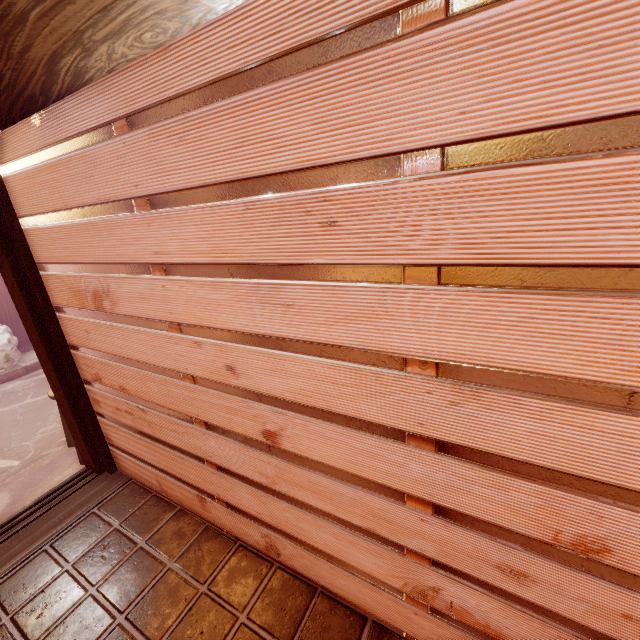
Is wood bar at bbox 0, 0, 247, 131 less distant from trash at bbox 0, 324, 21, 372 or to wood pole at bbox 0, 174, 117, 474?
wood pole at bbox 0, 174, 117, 474

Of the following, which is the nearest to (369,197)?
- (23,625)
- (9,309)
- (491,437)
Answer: (491,437)

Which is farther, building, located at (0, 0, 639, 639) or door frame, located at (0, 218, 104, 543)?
door frame, located at (0, 218, 104, 543)

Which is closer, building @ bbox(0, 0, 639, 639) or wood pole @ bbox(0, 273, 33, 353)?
building @ bbox(0, 0, 639, 639)

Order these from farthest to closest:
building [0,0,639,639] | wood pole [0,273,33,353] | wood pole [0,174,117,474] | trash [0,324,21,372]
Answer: wood pole [0,273,33,353]
trash [0,324,21,372]
wood pole [0,174,117,474]
building [0,0,639,639]

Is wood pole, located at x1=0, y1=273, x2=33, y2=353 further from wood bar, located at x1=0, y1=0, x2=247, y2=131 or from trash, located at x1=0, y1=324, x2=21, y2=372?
wood bar, located at x1=0, y1=0, x2=247, y2=131

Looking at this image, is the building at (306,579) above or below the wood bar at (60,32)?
below

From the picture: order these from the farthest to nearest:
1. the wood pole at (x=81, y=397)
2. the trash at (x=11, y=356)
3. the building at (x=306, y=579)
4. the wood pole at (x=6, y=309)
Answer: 1. the wood pole at (x=6, y=309)
2. the trash at (x=11, y=356)
3. the wood pole at (x=81, y=397)
4. the building at (x=306, y=579)
